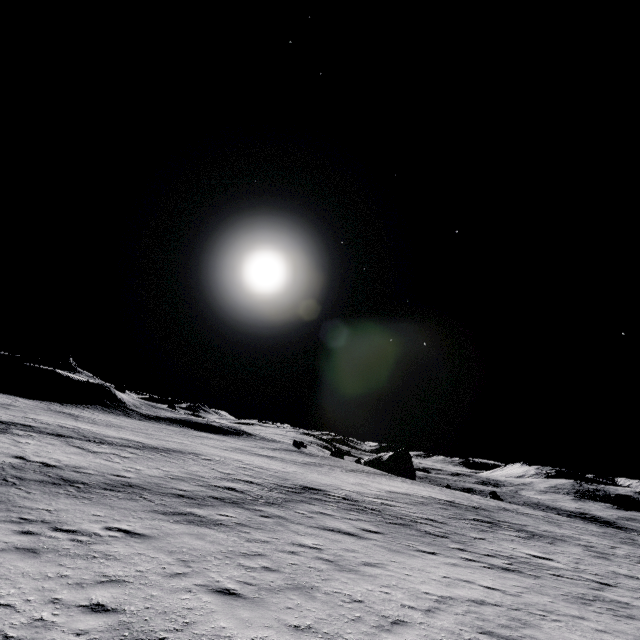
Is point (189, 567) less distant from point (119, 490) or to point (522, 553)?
point (119, 490)
